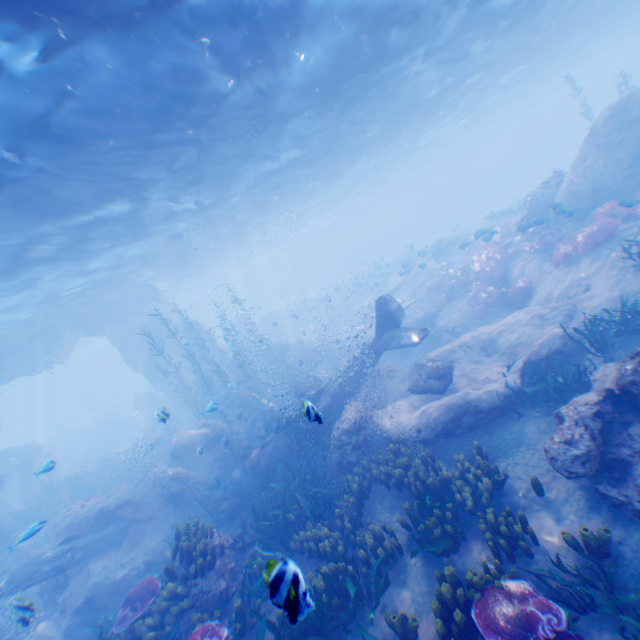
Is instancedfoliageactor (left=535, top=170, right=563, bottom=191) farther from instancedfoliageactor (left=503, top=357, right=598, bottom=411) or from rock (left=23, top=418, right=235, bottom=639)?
instancedfoliageactor (left=503, top=357, right=598, bottom=411)

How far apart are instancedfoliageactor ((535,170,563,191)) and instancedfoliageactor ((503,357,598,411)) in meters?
14.1

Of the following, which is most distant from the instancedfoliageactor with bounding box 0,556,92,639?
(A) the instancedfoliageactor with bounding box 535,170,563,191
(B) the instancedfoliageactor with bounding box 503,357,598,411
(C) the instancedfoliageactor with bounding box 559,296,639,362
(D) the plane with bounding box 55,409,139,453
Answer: (D) the plane with bounding box 55,409,139,453

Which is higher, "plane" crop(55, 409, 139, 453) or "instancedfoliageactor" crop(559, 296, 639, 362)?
"instancedfoliageactor" crop(559, 296, 639, 362)

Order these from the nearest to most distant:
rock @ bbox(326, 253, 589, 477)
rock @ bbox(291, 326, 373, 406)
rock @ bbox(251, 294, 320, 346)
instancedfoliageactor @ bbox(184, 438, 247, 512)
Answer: rock @ bbox(326, 253, 589, 477)
instancedfoliageactor @ bbox(184, 438, 247, 512)
rock @ bbox(291, 326, 373, 406)
rock @ bbox(251, 294, 320, 346)

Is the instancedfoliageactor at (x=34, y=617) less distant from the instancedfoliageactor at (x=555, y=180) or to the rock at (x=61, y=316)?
the rock at (x=61, y=316)

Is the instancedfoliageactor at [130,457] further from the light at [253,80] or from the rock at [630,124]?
the light at [253,80]

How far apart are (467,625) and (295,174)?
24.3 meters
